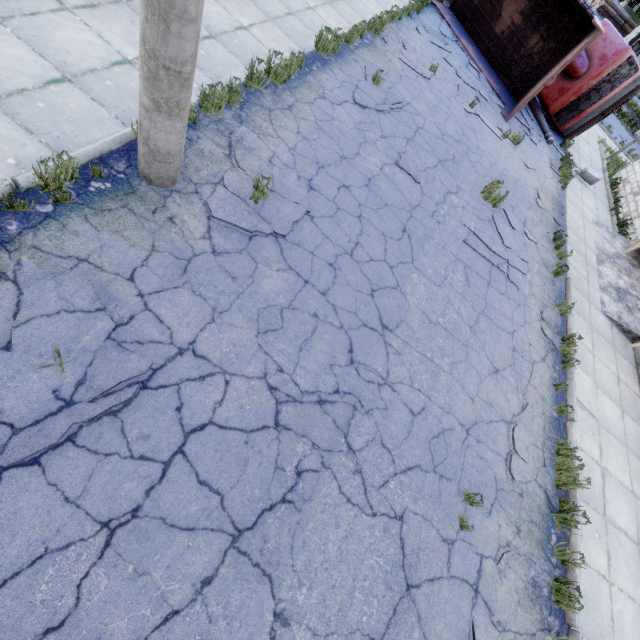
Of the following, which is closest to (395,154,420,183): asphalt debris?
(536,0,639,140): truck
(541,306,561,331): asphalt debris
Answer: (541,306,561,331): asphalt debris

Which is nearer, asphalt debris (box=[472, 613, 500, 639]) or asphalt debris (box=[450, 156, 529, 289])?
asphalt debris (box=[472, 613, 500, 639])

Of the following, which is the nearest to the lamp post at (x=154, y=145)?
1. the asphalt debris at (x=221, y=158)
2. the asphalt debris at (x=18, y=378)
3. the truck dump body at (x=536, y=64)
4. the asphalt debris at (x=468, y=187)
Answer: the asphalt debris at (x=221, y=158)

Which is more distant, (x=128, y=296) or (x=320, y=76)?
(x=320, y=76)

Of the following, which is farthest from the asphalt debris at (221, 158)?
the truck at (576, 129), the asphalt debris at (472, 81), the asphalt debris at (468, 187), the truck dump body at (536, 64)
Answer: the truck at (576, 129)

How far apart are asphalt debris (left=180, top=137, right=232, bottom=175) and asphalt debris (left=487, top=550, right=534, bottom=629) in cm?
534

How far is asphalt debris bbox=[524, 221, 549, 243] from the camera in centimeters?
894cm

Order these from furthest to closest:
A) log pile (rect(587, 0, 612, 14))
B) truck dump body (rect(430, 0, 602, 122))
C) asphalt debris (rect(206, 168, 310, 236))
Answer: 1. log pile (rect(587, 0, 612, 14))
2. truck dump body (rect(430, 0, 602, 122))
3. asphalt debris (rect(206, 168, 310, 236))
